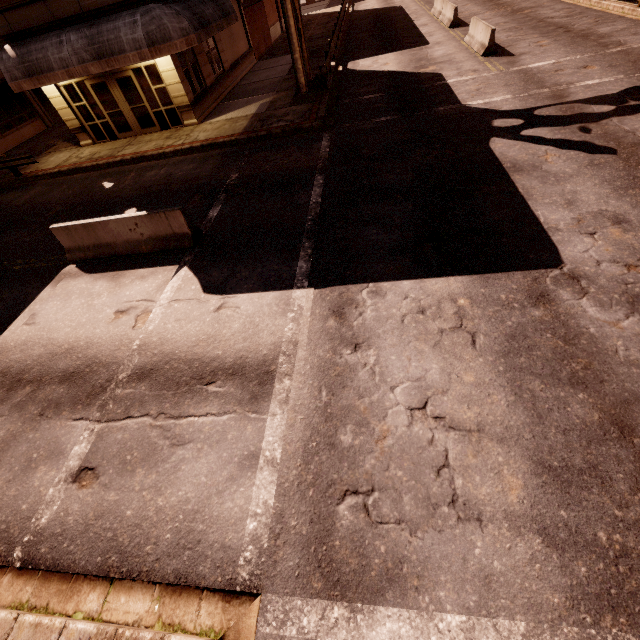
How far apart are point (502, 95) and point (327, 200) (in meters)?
8.53

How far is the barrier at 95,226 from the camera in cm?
824

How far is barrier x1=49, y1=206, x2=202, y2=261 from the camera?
8.24m

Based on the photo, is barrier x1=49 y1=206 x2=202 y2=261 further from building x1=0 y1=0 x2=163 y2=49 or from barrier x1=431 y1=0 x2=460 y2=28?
barrier x1=431 y1=0 x2=460 y2=28

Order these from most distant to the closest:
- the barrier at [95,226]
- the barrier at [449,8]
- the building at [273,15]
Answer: the building at [273,15]
the barrier at [449,8]
the barrier at [95,226]

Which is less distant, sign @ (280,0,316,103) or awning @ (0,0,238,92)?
awning @ (0,0,238,92)

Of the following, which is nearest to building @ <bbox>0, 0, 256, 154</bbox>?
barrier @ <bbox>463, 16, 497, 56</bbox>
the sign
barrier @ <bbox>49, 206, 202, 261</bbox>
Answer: the sign

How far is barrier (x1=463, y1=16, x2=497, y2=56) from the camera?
14.8 meters
